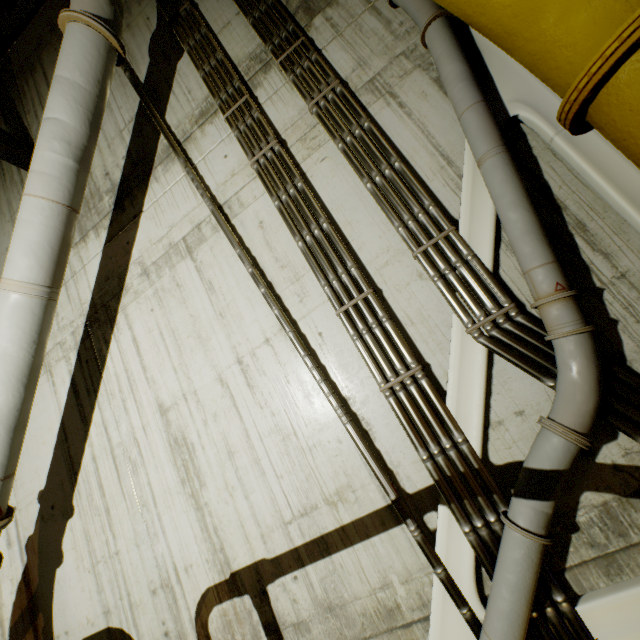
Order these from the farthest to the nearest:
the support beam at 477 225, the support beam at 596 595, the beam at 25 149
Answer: the beam at 25 149, the support beam at 477 225, the support beam at 596 595

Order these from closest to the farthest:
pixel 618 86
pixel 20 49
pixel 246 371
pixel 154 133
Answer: pixel 618 86 < pixel 246 371 < pixel 154 133 < pixel 20 49

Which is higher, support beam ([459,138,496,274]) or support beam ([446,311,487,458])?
support beam ([459,138,496,274])

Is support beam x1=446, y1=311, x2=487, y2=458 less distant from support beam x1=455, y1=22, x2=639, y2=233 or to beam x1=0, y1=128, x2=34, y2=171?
support beam x1=455, y1=22, x2=639, y2=233

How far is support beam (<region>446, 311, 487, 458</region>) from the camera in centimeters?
264cm

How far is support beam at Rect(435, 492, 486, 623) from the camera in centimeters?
249cm

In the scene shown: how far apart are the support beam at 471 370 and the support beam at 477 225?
0.3 meters

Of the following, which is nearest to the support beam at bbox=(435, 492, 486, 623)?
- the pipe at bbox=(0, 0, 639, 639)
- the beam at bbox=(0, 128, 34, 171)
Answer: the pipe at bbox=(0, 0, 639, 639)
